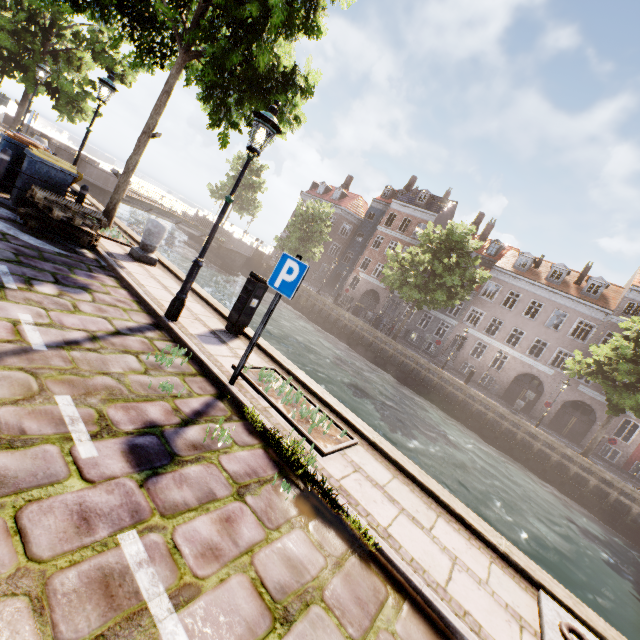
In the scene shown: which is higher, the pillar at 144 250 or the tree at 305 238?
the tree at 305 238

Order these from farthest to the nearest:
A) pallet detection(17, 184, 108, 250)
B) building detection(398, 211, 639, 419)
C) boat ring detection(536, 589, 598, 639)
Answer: building detection(398, 211, 639, 419) → pallet detection(17, 184, 108, 250) → boat ring detection(536, 589, 598, 639)

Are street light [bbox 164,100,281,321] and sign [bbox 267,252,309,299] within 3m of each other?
yes

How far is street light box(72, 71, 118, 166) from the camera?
8.6 meters

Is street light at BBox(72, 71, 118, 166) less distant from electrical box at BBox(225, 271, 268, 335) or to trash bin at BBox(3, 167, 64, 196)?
trash bin at BBox(3, 167, 64, 196)

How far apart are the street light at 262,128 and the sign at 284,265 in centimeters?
163cm

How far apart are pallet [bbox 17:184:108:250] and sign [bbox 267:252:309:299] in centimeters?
488cm

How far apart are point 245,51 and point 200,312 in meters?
6.3 m
